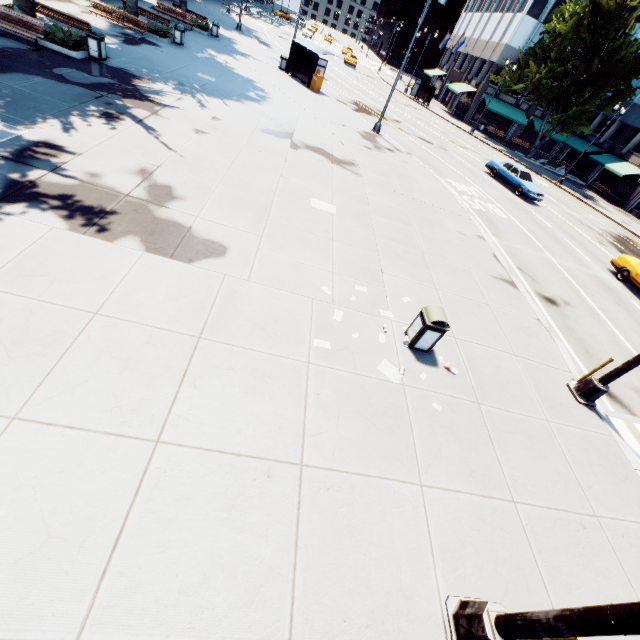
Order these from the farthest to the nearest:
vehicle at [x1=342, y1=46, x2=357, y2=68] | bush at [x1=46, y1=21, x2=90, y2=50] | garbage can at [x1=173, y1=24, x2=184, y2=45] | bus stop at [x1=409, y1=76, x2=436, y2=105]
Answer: vehicle at [x1=342, y1=46, x2=357, y2=68]
bus stop at [x1=409, y1=76, x2=436, y2=105]
garbage can at [x1=173, y1=24, x2=184, y2=45]
bush at [x1=46, y1=21, x2=90, y2=50]

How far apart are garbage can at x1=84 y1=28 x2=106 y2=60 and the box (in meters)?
15.12

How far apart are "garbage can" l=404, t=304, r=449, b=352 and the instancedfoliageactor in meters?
0.7 m

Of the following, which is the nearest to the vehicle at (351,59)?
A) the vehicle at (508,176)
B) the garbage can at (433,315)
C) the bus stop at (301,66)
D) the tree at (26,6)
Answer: the bus stop at (301,66)

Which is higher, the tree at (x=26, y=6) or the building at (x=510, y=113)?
the building at (x=510, y=113)

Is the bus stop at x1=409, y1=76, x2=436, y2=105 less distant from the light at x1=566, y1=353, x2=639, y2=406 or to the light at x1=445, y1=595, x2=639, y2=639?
the light at x1=566, y1=353, x2=639, y2=406

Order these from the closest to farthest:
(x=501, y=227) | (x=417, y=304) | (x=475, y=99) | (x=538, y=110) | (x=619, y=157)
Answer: (x=417, y=304)
(x=501, y=227)
(x=619, y=157)
(x=475, y=99)
(x=538, y=110)

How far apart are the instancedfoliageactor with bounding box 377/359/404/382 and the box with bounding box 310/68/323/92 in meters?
25.8
